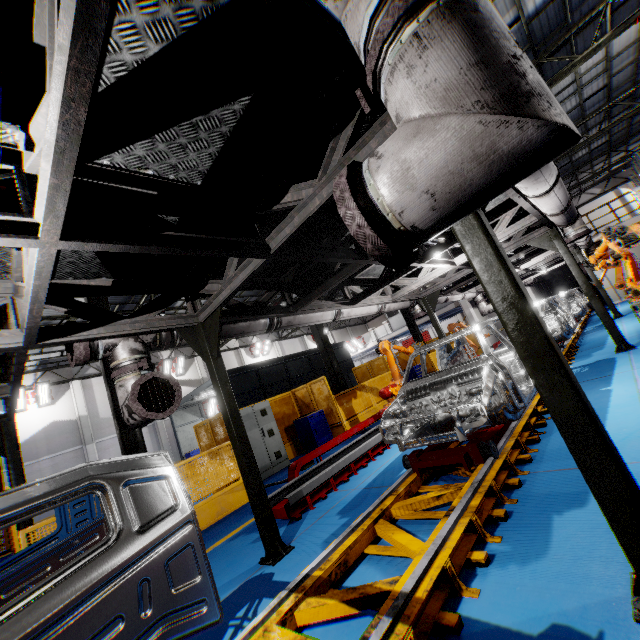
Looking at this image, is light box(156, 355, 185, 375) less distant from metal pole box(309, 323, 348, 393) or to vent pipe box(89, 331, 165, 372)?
metal pole box(309, 323, 348, 393)

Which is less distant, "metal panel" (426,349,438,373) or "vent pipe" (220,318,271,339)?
"vent pipe" (220,318,271,339)

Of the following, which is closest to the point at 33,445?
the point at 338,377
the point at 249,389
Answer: the point at 249,389

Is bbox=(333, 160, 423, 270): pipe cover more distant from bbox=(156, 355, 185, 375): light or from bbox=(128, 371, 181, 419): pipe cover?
bbox=(156, 355, 185, 375): light

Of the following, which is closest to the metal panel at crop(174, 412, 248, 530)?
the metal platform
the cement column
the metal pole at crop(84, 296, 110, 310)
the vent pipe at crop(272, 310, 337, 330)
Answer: the metal pole at crop(84, 296, 110, 310)

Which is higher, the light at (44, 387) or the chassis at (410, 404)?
the light at (44, 387)

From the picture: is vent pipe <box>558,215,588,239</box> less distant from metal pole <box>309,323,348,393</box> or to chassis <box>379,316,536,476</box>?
chassis <box>379,316,536,476</box>

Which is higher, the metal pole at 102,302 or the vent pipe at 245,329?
the metal pole at 102,302
